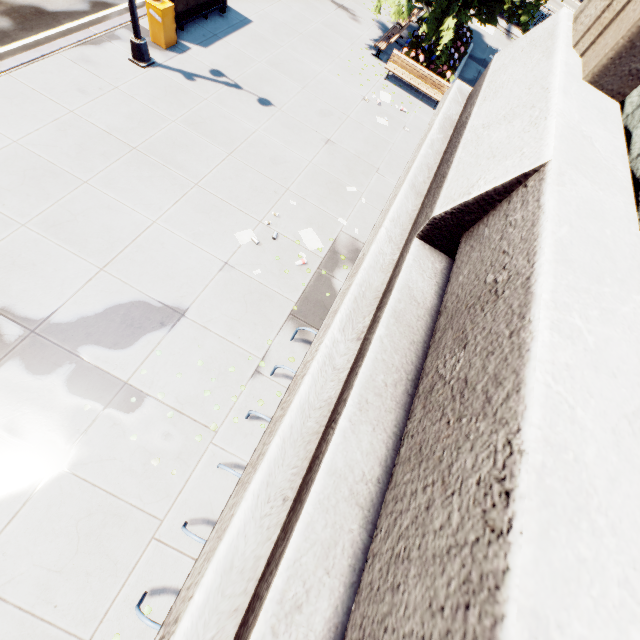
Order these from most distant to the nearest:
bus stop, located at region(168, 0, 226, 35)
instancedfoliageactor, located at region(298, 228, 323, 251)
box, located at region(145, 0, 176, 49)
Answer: bus stop, located at region(168, 0, 226, 35) → box, located at region(145, 0, 176, 49) → instancedfoliageactor, located at region(298, 228, 323, 251)

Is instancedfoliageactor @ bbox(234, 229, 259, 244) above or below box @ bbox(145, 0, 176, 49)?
below

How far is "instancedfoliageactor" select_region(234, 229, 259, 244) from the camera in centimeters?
837cm

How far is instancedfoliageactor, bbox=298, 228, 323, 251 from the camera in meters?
9.0 m

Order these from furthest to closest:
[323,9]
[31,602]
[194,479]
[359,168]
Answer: [323,9], [359,168], [194,479], [31,602]

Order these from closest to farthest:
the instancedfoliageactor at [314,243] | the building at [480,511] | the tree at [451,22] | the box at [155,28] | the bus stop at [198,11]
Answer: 1. the building at [480,511]
2. the instancedfoliageactor at [314,243]
3. the box at [155,28]
4. the bus stop at [198,11]
5. the tree at [451,22]

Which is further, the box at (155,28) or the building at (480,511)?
the box at (155,28)

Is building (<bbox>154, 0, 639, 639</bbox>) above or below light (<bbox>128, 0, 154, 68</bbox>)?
above
